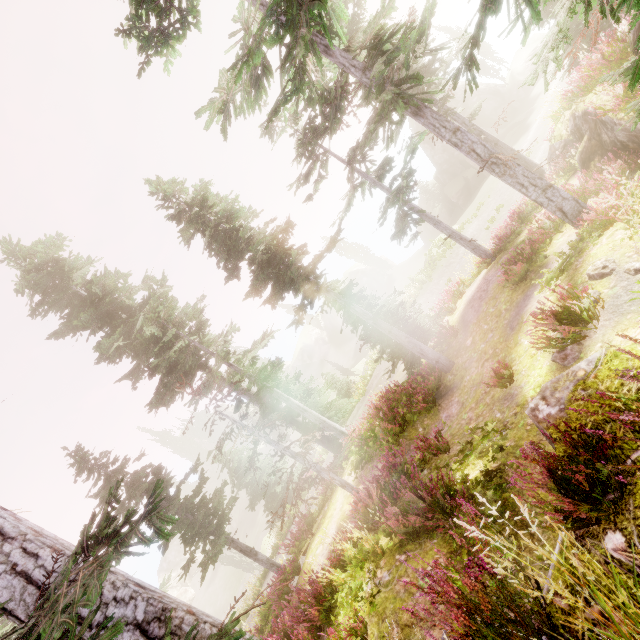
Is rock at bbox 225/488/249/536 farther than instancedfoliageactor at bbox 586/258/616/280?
Yes

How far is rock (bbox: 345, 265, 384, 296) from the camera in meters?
55.2

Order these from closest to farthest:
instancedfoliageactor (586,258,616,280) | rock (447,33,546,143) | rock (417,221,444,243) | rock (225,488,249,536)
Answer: instancedfoliageactor (586,258,616,280)
rock (447,33,546,143)
rock (417,221,444,243)
rock (225,488,249,536)

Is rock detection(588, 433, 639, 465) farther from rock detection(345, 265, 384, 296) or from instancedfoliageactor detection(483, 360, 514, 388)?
rock detection(345, 265, 384, 296)

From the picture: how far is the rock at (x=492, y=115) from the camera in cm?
3683

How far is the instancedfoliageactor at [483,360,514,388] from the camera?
8.8 meters

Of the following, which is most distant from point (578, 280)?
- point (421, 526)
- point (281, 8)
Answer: point (281, 8)

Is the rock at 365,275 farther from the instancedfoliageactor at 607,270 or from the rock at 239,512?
the rock at 239,512
